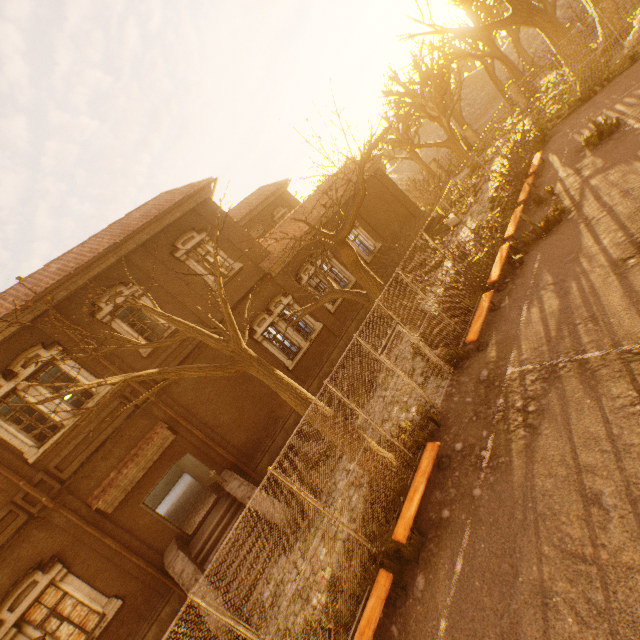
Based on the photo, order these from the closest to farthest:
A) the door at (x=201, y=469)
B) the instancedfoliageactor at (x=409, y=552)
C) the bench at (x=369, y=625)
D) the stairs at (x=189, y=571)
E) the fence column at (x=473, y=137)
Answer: the bench at (x=369, y=625) → the instancedfoliageactor at (x=409, y=552) → the stairs at (x=189, y=571) → the door at (x=201, y=469) → the fence column at (x=473, y=137)

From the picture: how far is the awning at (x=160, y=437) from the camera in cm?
1050

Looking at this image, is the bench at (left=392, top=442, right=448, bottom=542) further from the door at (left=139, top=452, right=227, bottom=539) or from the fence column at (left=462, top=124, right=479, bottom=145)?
the fence column at (left=462, top=124, right=479, bottom=145)

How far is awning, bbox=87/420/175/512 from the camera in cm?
1050

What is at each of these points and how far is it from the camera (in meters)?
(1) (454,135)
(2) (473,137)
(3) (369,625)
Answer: (1) tree, 23.31
(2) fence column, 27.69
(3) bench, 5.04

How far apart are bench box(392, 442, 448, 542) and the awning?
9.0m

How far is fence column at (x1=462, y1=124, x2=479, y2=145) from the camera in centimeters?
2748cm

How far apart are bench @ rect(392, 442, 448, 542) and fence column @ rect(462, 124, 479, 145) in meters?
29.7
